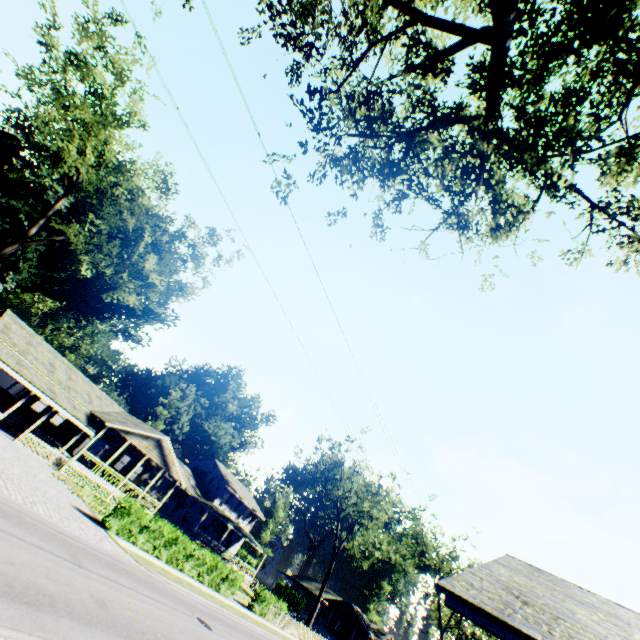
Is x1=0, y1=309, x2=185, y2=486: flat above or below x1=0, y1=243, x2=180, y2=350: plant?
below

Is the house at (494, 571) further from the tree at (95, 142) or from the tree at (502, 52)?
the tree at (95, 142)

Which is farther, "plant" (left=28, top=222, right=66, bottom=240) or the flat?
"plant" (left=28, top=222, right=66, bottom=240)

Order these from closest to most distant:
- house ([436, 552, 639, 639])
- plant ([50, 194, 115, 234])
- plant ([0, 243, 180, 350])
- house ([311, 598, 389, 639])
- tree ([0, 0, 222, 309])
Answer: house ([436, 552, 639, 639]), tree ([0, 0, 222, 309]), plant ([0, 243, 180, 350]), plant ([50, 194, 115, 234]), house ([311, 598, 389, 639])

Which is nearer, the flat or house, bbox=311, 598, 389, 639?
the flat

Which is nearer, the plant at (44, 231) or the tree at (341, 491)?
the tree at (341, 491)

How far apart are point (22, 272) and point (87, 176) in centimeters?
3070cm

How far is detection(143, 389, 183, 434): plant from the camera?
54.20m
